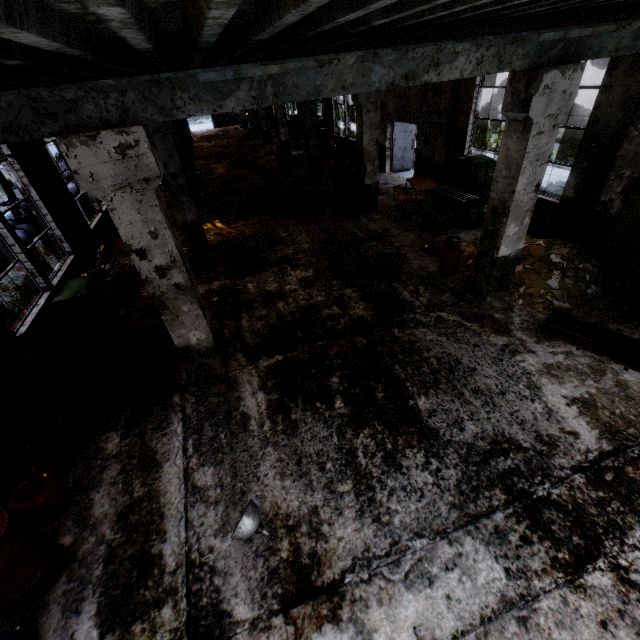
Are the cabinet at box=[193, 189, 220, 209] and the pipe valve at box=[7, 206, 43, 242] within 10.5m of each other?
yes

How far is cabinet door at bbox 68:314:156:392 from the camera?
4.8m

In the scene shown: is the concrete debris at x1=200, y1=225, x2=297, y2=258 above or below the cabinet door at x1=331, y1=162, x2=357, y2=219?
below

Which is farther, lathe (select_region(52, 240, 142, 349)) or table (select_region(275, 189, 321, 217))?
table (select_region(275, 189, 321, 217))

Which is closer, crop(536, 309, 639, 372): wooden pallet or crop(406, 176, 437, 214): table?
crop(536, 309, 639, 372): wooden pallet

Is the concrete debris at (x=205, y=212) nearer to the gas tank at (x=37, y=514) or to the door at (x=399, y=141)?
the door at (x=399, y=141)

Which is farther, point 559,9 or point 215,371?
point 215,371

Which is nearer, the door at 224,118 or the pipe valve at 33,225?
the pipe valve at 33,225
